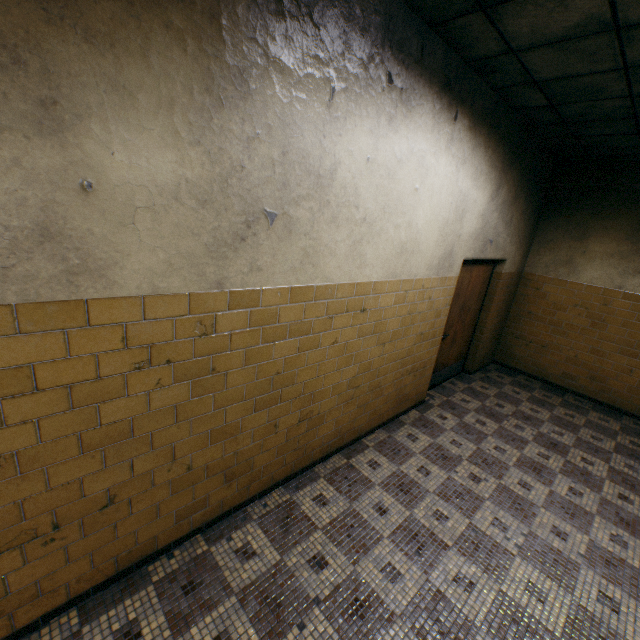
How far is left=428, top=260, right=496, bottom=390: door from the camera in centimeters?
492cm

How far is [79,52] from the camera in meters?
1.3 m

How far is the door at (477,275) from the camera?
4.92m
